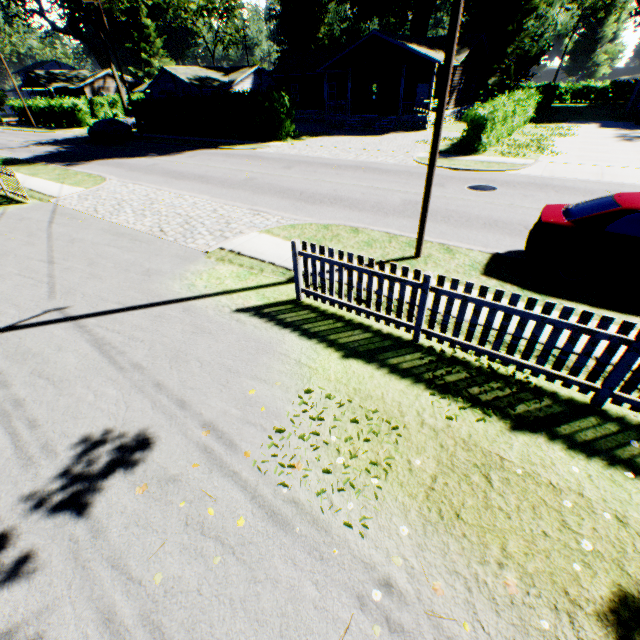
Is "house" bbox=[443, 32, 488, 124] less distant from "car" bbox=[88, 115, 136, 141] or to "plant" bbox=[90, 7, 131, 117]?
"car" bbox=[88, 115, 136, 141]

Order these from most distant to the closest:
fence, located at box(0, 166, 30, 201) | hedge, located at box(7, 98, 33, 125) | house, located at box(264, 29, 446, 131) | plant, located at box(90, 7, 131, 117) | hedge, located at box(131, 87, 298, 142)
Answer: plant, located at box(90, 7, 131, 117) < hedge, located at box(7, 98, 33, 125) < house, located at box(264, 29, 446, 131) < hedge, located at box(131, 87, 298, 142) < fence, located at box(0, 166, 30, 201)

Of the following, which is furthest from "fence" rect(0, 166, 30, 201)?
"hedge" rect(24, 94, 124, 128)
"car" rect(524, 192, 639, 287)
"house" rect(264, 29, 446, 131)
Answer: "hedge" rect(24, 94, 124, 128)

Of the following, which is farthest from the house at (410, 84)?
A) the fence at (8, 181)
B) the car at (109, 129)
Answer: the fence at (8, 181)

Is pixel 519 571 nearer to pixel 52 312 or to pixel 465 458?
pixel 465 458

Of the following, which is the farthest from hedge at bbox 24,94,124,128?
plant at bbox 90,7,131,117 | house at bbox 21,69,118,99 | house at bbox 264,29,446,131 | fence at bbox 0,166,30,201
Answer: fence at bbox 0,166,30,201

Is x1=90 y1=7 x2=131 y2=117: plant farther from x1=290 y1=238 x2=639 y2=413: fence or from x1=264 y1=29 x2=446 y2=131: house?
x1=290 y1=238 x2=639 y2=413: fence

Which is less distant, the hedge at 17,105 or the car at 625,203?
the car at 625,203
